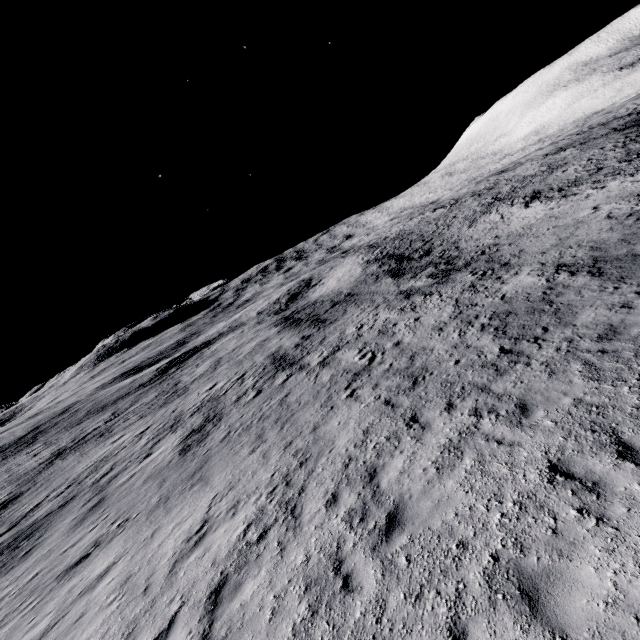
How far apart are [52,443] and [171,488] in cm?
3043
